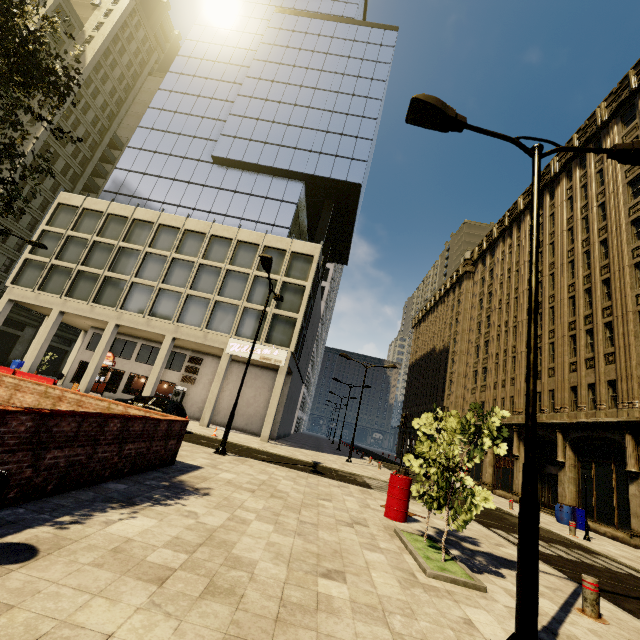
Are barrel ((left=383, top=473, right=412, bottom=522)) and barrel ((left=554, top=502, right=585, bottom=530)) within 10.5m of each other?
no

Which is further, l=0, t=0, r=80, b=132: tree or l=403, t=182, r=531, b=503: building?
l=403, t=182, r=531, b=503: building

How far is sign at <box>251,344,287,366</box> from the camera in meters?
25.2

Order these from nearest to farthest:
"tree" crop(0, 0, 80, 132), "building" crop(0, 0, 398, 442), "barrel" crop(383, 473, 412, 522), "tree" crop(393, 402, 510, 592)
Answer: "tree" crop(0, 0, 80, 132) < "tree" crop(393, 402, 510, 592) < "barrel" crop(383, 473, 412, 522) < "building" crop(0, 0, 398, 442)

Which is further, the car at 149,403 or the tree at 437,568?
the car at 149,403

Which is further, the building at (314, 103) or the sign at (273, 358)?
the building at (314, 103)

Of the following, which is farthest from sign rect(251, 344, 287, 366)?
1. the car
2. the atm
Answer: the car

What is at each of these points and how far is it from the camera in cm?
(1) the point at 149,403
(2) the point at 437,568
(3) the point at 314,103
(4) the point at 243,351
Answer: (1) car, 1714
(2) tree, 567
(3) building, 3569
(4) sign, 2548
